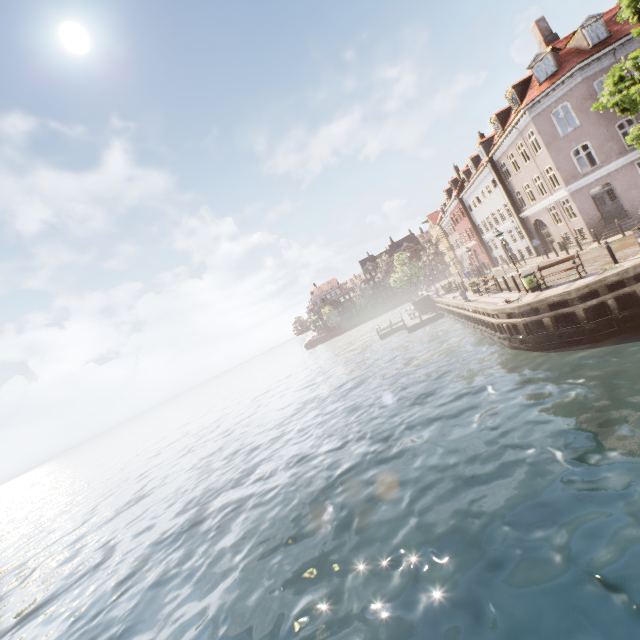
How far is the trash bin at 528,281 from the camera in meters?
16.5 m

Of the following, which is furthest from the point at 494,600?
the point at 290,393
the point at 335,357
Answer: the point at 335,357

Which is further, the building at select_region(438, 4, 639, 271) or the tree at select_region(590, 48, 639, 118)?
the building at select_region(438, 4, 639, 271)

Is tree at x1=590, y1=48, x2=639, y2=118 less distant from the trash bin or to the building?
the building

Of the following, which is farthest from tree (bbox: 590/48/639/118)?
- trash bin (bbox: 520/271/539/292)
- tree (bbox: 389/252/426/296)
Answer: tree (bbox: 389/252/426/296)

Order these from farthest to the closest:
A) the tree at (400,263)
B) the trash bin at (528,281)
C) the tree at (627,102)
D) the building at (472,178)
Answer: the tree at (400,263) < the building at (472,178) < the trash bin at (528,281) < the tree at (627,102)

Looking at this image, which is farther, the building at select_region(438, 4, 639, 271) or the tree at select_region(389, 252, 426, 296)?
the tree at select_region(389, 252, 426, 296)

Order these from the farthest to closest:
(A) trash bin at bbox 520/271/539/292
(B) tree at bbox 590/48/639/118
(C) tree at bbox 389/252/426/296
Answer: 1. (C) tree at bbox 389/252/426/296
2. (A) trash bin at bbox 520/271/539/292
3. (B) tree at bbox 590/48/639/118
